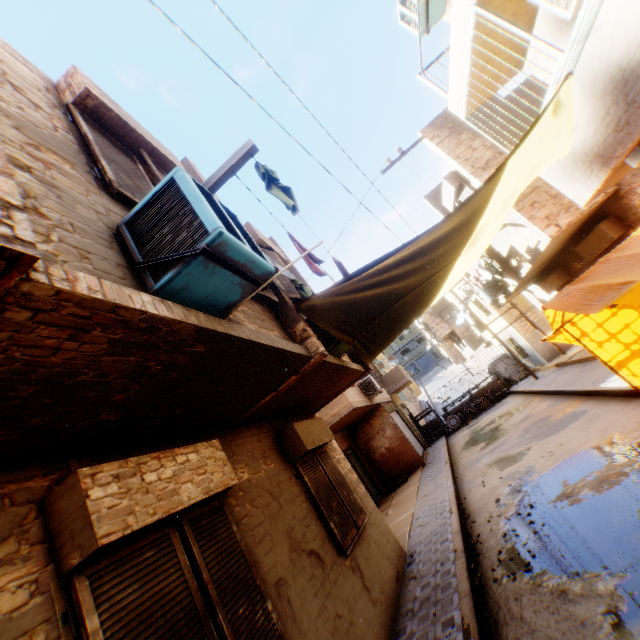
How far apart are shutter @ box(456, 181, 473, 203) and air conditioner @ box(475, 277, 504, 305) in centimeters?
300cm

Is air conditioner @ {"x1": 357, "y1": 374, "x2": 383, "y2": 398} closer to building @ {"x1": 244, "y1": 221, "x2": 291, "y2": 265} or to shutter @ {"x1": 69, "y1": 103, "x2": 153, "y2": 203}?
building @ {"x1": 244, "y1": 221, "x2": 291, "y2": 265}

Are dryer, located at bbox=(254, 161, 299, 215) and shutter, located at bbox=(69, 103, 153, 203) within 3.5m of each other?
yes

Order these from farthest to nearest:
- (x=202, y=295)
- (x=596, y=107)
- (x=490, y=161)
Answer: (x=490, y=161), (x=596, y=107), (x=202, y=295)

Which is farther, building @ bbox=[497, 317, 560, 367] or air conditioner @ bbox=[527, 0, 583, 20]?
building @ bbox=[497, 317, 560, 367]

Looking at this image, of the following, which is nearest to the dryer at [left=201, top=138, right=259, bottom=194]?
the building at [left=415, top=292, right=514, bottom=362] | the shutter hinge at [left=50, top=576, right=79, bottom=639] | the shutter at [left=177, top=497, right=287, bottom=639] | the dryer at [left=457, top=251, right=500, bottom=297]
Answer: the shutter at [left=177, top=497, right=287, bottom=639]

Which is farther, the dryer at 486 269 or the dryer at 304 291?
the dryer at 486 269

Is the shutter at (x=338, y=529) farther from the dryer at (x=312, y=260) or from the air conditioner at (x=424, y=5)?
the air conditioner at (x=424, y=5)
